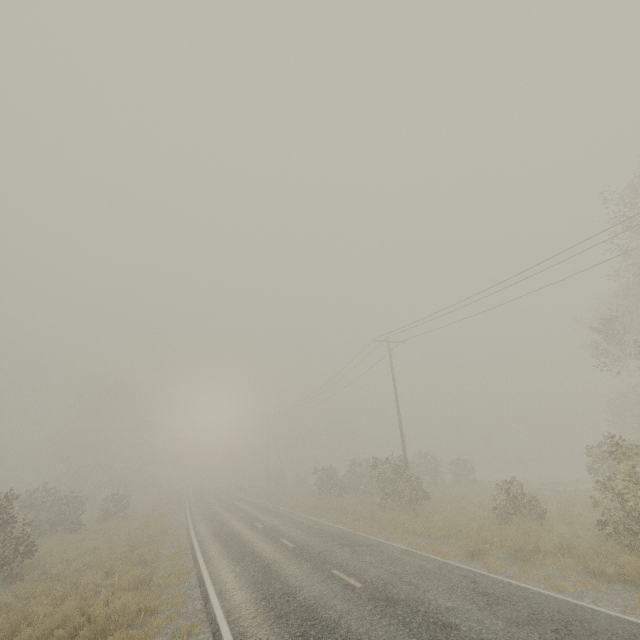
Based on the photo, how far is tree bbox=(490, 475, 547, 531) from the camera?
14.1 meters

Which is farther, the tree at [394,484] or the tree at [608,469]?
the tree at [394,484]

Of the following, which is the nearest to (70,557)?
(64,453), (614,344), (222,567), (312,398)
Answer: (222,567)

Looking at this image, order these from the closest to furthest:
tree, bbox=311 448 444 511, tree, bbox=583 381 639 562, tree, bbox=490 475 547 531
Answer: tree, bbox=583 381 639 562 < tree, bbox=490 475 547 531 < tree, bbox=311 448 444 511

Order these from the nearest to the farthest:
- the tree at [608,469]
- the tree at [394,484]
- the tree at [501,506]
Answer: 1. the tree at [608,469]
2. the tree at [501,506]
3. the tree at [394,484]

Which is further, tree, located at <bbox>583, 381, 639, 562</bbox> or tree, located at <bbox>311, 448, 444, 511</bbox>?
tree, located at <bbox>311, 448, 444, 511</bbox>

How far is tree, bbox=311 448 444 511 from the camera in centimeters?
2125cm
